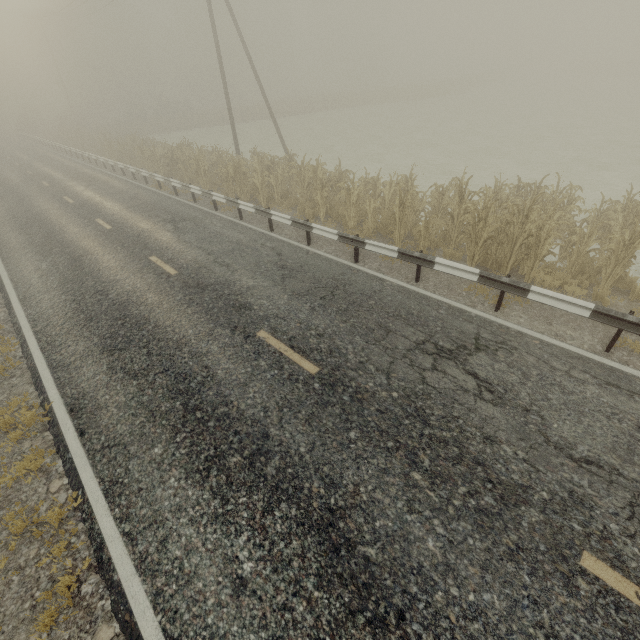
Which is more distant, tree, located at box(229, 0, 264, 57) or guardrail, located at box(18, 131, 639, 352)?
tree, located at box(229, 0, 264, 57)

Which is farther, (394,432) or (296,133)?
(296,133)

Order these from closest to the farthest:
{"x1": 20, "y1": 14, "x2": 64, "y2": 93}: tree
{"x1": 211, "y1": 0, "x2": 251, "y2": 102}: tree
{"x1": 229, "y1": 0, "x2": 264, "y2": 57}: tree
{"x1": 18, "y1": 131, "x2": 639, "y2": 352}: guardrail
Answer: {"x1": 18, "y1": 131, "x2": 639, "y2": 352}: guardrail
{"x1": 211, "y1": 0, "x2": 251, "y2": 102}: tree
{"x1": 229, "y1": 0, "x2": 264, "y2": 57}: tree
{"x1": 20, "y1": 14, "x2": 64, "y2": 93}: tree

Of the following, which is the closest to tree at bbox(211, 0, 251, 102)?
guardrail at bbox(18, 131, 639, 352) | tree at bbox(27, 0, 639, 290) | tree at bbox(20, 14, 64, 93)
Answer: tree at bbox(20, 14, 64, 93)

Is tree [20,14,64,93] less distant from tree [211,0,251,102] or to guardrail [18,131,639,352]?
tree [211,0,251,102]

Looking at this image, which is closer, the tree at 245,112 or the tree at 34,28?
the tree at 245,112

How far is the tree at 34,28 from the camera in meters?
51.9 m

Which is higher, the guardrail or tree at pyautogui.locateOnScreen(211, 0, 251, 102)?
tree at pyautogui.locateOnScreen(211, 0, 251, 102)
